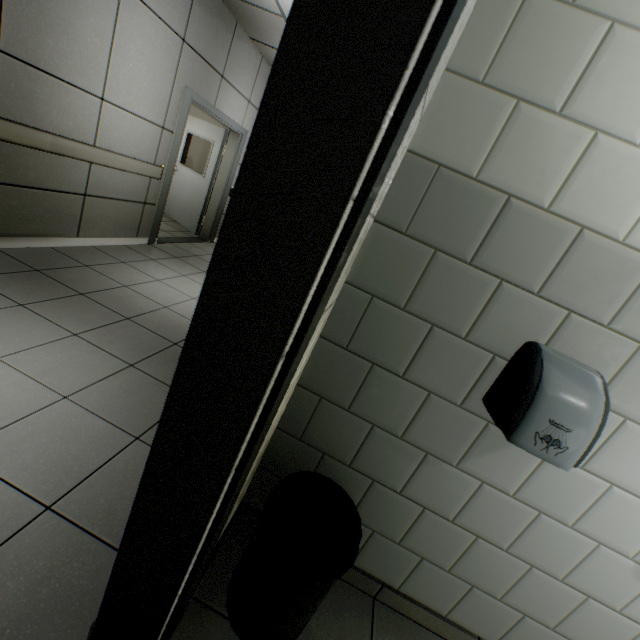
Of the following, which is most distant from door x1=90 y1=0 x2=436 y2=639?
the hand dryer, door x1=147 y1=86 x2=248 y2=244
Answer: door x1=147 y1=86 x2=248 y2=244

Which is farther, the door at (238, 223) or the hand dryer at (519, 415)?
the hand dryer at (519, 415)

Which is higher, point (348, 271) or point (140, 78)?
point (140, 78)

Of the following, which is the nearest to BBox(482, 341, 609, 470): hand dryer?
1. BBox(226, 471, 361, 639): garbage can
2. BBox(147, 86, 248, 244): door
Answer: BBox(226, 471, 361, 639): garbage can

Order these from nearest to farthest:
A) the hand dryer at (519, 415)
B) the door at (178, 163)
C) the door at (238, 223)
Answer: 1. the door at (238, 223)
2. the hand dryer at (519, 415)
3. the door at (178, 163)

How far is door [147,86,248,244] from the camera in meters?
4.5 m

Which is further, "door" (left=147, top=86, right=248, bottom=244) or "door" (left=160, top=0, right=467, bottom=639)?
"door" (left=147, top=86, right=248, bottom=244)

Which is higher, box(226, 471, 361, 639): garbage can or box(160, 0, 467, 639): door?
box(160, 0, 467, 639): door
